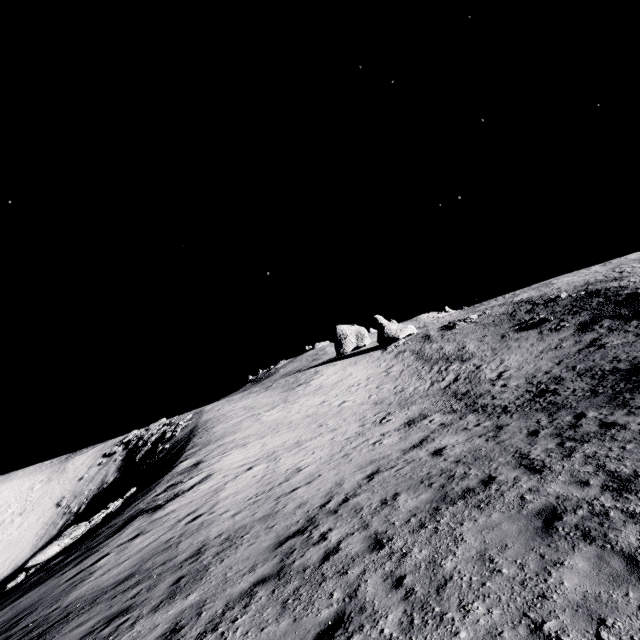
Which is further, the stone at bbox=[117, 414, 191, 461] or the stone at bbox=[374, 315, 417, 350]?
the stone at bbox=[374, 315, 417, 350]

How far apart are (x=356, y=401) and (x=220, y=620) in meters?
27.8

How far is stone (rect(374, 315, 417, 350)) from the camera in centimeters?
5391cm

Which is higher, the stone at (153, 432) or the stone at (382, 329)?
the stone at (382, 329)

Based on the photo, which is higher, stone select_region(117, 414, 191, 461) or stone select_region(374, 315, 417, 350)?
stone select_region(374, 315, 417, 350)

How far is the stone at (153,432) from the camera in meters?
44.3 m

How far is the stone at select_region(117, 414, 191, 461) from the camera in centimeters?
4431cm
